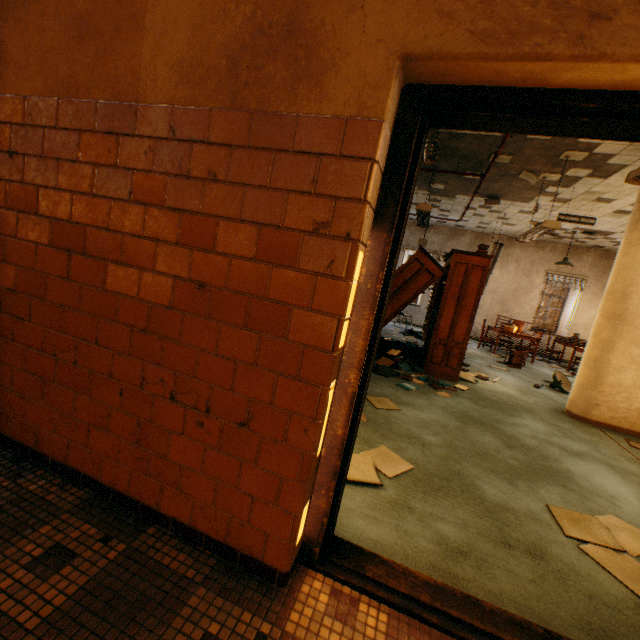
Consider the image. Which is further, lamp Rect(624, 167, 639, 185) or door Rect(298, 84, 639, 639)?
lamp Rect(624, 167, 639, 185)

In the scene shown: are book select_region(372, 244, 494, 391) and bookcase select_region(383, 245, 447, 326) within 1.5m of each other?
yes

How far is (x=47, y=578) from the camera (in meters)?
1.30

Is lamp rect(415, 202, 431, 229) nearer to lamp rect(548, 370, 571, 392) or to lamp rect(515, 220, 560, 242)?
lamp rect(515, 220, 560, 242)

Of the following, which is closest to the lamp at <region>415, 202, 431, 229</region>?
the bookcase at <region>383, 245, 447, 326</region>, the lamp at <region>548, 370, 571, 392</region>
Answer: the bookcase at <region>383, 245, 447, 326</region>

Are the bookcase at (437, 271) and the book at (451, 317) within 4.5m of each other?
yes

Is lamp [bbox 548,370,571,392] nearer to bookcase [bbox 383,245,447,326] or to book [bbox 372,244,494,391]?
book [bbox 372,244,494,391]

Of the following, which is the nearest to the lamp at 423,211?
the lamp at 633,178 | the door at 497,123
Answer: the lamp at 633,178
